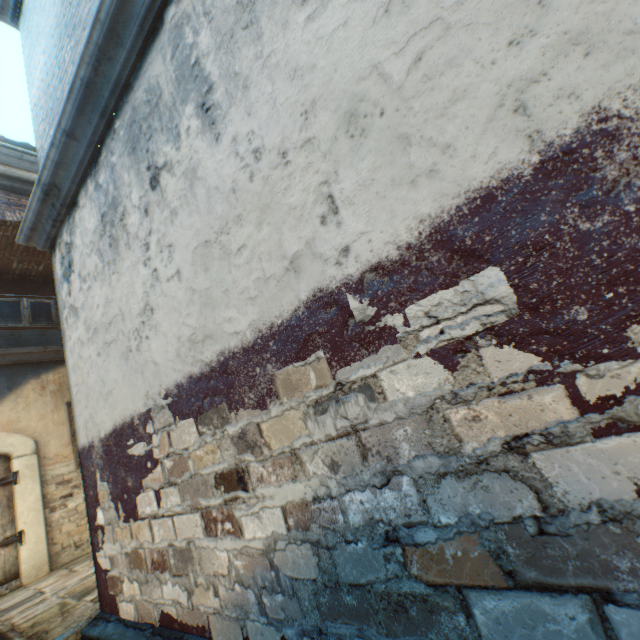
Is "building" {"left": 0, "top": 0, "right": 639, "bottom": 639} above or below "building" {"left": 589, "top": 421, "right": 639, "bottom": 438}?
above

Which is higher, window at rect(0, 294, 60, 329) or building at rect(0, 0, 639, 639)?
window at rect(0, 294, 60, 329)

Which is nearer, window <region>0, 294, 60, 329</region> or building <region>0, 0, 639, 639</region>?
building <region>0, 0, 639, 639</region>

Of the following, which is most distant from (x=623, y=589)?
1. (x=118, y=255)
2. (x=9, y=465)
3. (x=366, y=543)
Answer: (x=9, y=465)

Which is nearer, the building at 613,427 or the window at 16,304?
the building at 613,427
